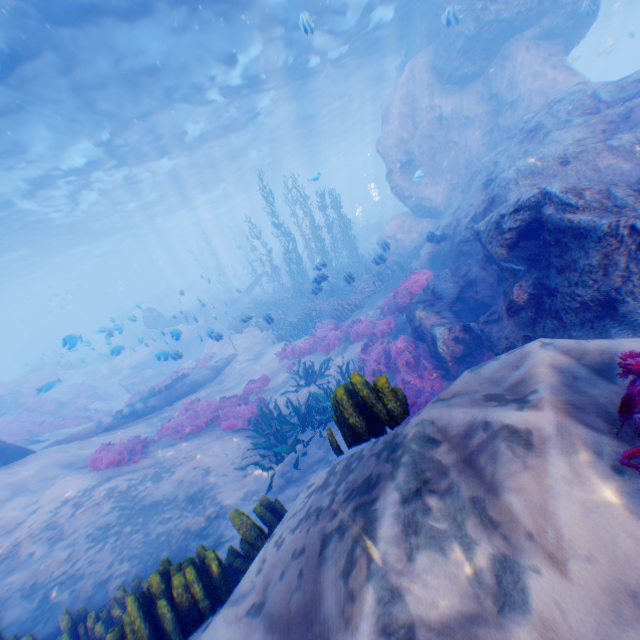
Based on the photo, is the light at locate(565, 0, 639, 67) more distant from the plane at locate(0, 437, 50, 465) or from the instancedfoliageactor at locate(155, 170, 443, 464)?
the plane at locate(0, 437, 50, 465)

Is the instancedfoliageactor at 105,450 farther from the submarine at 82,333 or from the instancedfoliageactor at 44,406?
the submarine at 82,333

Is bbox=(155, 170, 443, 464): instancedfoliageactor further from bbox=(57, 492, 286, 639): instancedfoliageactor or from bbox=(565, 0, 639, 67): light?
bbox=(565, 0, 639, 67): light

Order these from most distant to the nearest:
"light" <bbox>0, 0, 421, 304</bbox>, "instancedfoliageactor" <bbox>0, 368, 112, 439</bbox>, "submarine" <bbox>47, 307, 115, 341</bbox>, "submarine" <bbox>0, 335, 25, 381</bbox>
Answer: "submarine" <bbox>0, 335, 25, 381</bbox> → "submarine" <bbox>47, 307, 115, 341</bbox> → "instancedfoliageactor" <bbox>0, 368, 112, 439</bbox> → "light" <bbox>0, 0, 421, 304</bbox>

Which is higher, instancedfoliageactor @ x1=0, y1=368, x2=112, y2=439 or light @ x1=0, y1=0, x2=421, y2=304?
light @ x1=0, y1=0, x2=421, y2=304

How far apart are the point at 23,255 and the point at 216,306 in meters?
22.1

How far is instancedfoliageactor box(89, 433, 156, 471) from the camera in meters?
8.7 m

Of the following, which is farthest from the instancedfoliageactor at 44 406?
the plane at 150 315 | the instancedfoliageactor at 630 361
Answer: the instancedfoliageactor at 630 361
